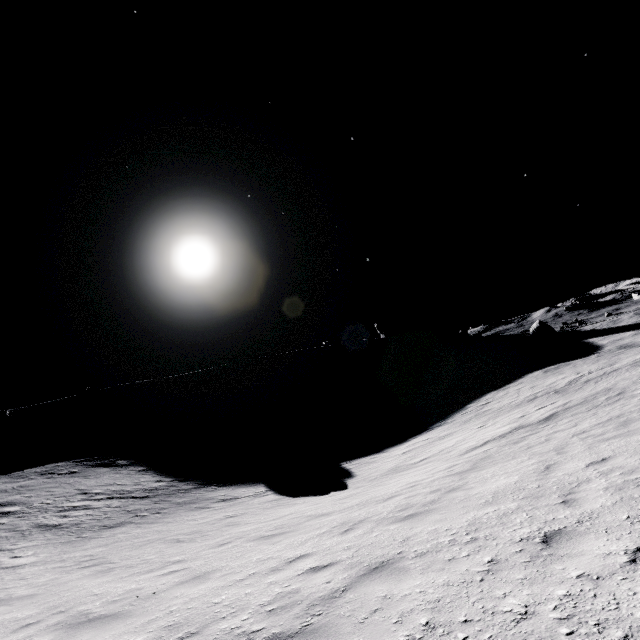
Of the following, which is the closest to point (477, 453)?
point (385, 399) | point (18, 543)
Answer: point (18, 543)
